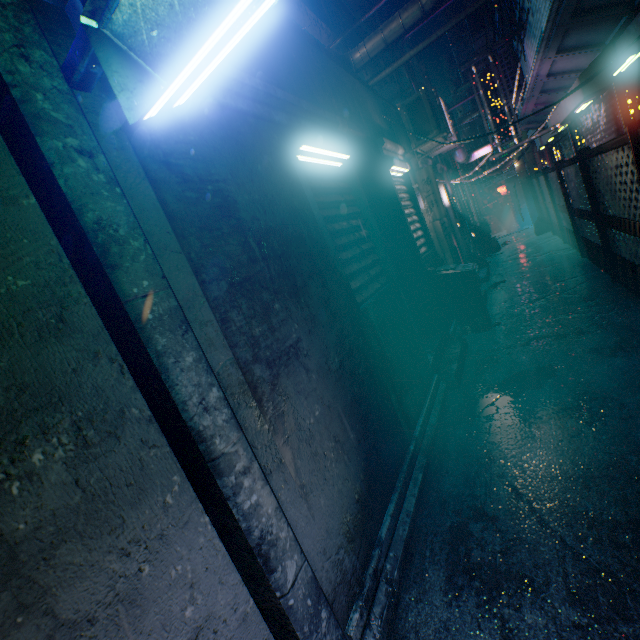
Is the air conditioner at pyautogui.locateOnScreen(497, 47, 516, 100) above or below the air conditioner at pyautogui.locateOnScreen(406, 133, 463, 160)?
above

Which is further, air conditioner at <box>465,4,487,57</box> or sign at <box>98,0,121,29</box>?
air conditioner at <box>465,4,487,57</box>

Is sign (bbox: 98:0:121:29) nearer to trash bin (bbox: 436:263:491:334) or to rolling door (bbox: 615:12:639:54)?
rolling door (bbox: 615:12:639:54)

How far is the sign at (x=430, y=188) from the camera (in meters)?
4.98

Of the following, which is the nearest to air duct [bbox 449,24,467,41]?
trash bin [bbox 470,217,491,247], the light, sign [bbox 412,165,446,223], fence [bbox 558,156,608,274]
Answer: sign [bbox 412,165,446,223]

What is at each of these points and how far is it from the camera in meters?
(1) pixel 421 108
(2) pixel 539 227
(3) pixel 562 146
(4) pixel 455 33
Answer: (1) air conditioner, 5.0 m
(2) trash bag, 10.1 m
(3) storefront, 9.3 m
(4) air duct, 9.7 m

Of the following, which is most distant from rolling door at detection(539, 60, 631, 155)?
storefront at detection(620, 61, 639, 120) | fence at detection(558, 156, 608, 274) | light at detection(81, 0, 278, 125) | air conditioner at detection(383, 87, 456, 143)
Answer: light at detection(81, 0, 278, 125)

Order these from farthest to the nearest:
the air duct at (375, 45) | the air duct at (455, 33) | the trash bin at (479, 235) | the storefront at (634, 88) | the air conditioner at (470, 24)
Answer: the trash bin at (479, 235), the air duct at (455, 33), the air conditioner at (470, 24), the storefront at (634, 88), the air duct at (375, 45)
